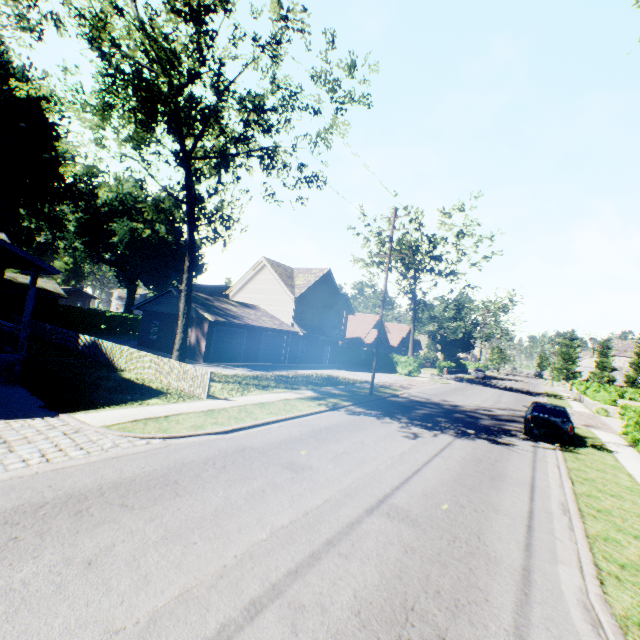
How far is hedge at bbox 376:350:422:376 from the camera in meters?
38.1

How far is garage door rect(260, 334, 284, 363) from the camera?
30.45m

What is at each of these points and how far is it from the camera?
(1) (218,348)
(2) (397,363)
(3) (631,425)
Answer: (1) garage door, 26.11m
(2) hedge, 39.56m
(3) hedge, 16.92m

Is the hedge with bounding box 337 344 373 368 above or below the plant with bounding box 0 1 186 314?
below

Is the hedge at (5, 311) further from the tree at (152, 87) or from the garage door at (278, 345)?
the tree at (152, 87)

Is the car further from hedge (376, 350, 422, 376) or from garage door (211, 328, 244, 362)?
garage door (211, 328, 244, 362)

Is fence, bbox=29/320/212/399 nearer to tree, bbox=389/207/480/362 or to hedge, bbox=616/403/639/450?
hedge, bbox=616/403/639/450

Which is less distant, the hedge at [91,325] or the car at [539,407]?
the car at [539,407]
